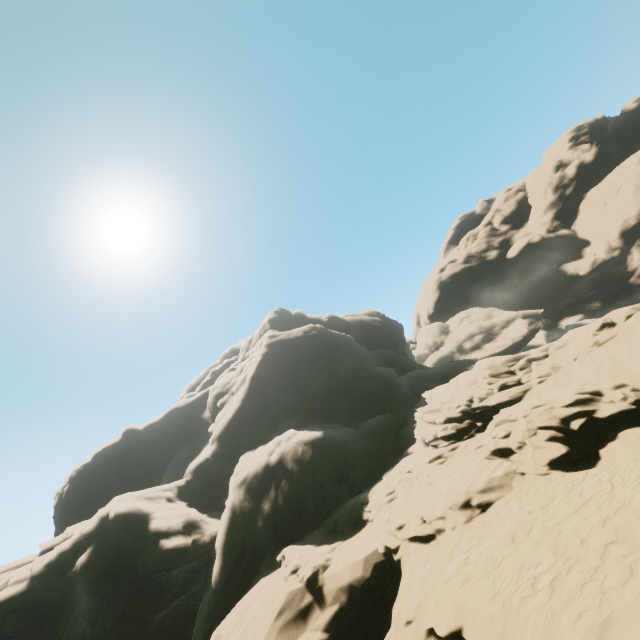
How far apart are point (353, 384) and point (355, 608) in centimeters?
2654cm
